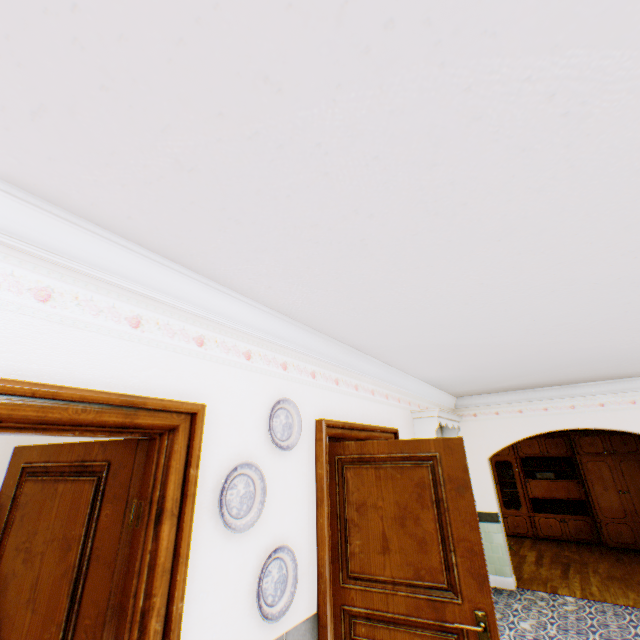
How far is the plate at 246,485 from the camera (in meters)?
1.87

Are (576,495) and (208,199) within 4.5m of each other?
no

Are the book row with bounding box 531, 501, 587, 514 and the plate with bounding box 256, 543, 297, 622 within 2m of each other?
no

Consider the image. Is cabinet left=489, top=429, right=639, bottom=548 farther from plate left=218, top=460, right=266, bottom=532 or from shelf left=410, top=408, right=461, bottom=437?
plate left=218, top=460, right=266, bottom=532

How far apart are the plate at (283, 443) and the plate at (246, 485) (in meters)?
0.27

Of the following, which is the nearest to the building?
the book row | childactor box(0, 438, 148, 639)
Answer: childactor box(0, 438, 148, 639)

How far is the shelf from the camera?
4.5 meters

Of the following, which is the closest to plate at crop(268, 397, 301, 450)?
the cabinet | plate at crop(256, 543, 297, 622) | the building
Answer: the building
